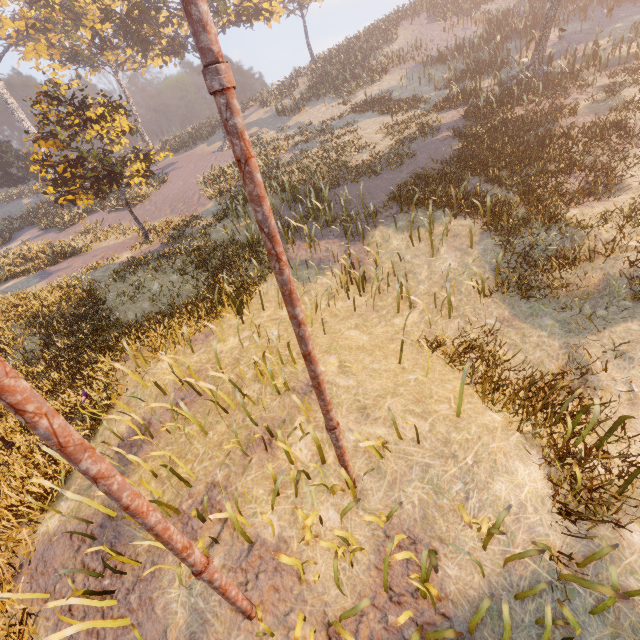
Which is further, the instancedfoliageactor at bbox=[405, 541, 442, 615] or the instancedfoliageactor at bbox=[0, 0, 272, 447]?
the instancedfoliageactor at bbox=[0, 0, 272, 447]

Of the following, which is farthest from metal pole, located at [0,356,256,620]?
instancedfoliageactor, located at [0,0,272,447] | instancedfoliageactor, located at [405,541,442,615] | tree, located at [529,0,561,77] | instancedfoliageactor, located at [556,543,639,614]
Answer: tree, located at [529,0,561,77]

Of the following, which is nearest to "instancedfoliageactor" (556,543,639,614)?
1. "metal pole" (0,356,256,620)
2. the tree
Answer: "metal pole" (0,356,256,620)

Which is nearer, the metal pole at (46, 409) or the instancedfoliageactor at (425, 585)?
the metal pole at (46, 409)

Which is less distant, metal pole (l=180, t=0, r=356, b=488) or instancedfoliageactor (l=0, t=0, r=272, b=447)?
metal pole (l=180, t=0, r=356, b=488)

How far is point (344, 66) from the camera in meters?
32.5 m

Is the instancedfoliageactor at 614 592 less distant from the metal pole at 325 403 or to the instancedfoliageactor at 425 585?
the instancedfoliageactor at 425 585

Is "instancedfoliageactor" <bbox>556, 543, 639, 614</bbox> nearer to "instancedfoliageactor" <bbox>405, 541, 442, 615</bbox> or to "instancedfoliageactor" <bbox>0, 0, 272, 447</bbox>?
"instancedfoliageactor" <bbox>405, 541, 442, 615</bbox>
